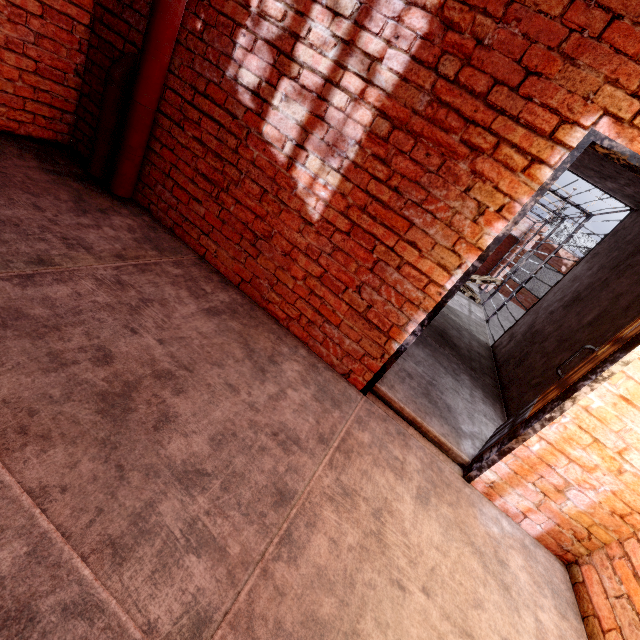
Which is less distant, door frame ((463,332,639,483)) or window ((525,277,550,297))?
door frame ((463,332,639,483))

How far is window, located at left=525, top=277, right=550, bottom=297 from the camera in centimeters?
1485cm

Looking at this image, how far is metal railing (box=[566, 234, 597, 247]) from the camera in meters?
13.7 m

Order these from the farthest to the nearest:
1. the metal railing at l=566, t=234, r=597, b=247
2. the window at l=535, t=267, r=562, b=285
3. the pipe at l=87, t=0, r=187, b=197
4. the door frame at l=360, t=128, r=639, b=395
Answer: the window at l=535, t=267, r=562, b=285, the metal railing at l=566, t=234, r=597, b=247, the pipe at l=87, t=0, r=187, b=197, the door frame at l=360, t=128, r=639, b=395

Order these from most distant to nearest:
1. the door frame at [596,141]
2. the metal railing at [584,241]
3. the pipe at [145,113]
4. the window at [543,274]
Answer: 1. the window at [543,274]
2. the metal railing at [584,241]
3. the pipe at [145,113]
4. the door frame at [596,141]

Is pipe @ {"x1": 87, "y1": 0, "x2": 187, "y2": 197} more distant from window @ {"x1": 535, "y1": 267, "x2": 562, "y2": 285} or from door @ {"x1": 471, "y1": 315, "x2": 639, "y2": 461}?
window @ {"x1": 535, "y1": 267, "x2": 562, "y2": 285}

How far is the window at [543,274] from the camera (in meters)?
14.56

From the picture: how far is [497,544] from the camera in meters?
2.2
